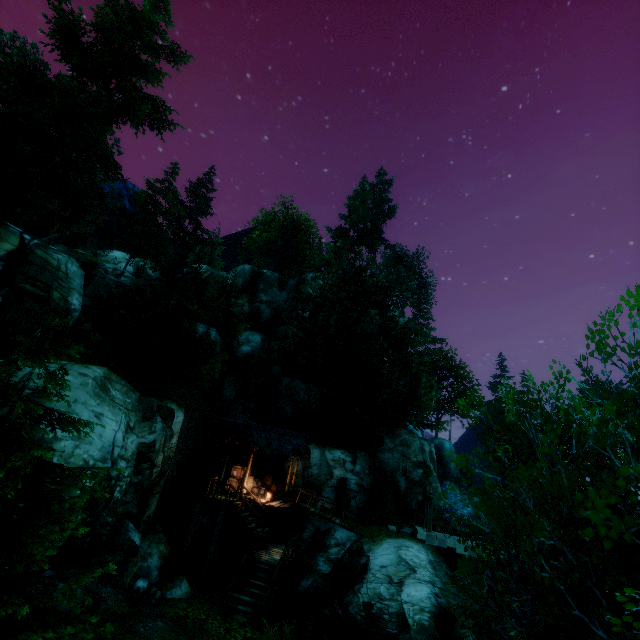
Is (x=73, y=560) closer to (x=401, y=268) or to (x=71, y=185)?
(x=71, y=185)

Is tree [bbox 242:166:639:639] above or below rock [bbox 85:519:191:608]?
above

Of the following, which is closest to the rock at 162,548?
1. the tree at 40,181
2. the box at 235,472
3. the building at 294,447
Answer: the building at 294,447

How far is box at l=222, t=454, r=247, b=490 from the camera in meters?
21.5 m

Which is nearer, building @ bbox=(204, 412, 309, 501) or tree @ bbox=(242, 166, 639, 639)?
tree @ bbox=(242, 166, 639, 639)

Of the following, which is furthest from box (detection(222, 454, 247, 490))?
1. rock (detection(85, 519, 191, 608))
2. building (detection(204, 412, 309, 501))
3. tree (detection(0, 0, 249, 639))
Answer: tree (detection(0, 0, 249, 639))

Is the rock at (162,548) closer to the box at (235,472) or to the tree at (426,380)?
the box at (235,472)

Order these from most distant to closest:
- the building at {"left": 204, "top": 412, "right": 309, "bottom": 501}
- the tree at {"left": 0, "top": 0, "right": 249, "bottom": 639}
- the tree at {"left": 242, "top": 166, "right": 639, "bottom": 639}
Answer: the building at {"left": 204, "top": 412, "right": 309, "bottom": 501}, the tree at {"left": 0, "top": 0, "right": 249, "bottom": 639}, the tree at {"left": 242, "top": 166, "right": 639, "bottom": 639}
